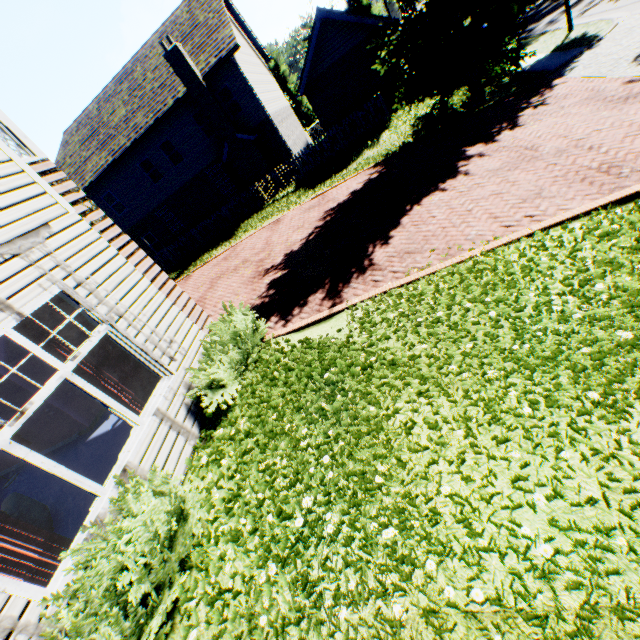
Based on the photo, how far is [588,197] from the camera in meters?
5.6

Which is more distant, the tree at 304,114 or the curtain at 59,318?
the tree at 304,114

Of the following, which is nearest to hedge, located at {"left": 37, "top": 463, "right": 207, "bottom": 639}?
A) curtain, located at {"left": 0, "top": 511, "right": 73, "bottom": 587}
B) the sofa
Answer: curtain, located at {"left": 0, "top": 511, "right": 73, "bottom": 587}

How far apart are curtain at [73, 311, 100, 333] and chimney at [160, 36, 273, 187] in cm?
1797

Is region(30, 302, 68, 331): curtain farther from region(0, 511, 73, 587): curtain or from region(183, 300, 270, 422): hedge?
region(0, 511, 73, 587): curtain

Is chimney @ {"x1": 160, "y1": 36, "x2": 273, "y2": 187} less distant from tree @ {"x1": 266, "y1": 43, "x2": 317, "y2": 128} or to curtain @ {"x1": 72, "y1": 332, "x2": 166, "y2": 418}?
tree @ {"x1": 266, "y1": 43, "x2": 317, "y2": 128}

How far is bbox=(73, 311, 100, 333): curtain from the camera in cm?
459

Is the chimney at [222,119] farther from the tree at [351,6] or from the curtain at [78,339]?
the curtain at [78,339]
